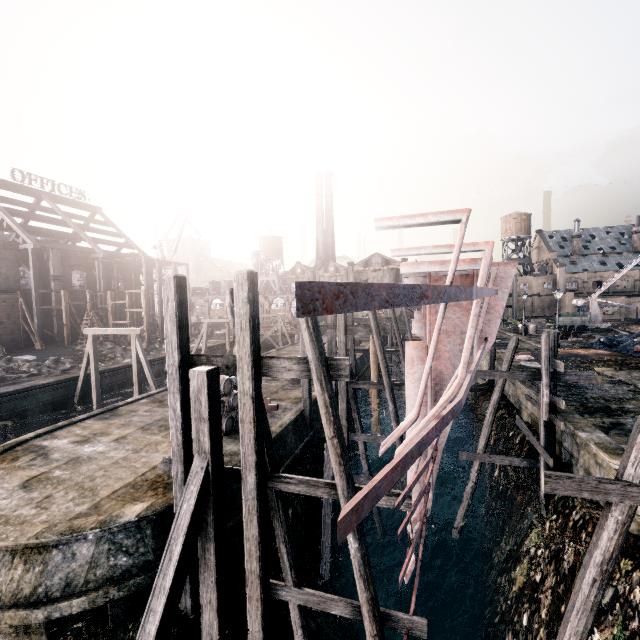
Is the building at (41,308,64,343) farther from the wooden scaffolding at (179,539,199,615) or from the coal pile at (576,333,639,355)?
the coal pile at (576,333,639,355)

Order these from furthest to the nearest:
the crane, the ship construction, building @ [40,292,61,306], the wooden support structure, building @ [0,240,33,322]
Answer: the crane
building @ [40,292,61,306]
building @ [0,240,33,322]
the wooden support structure
the ship construction

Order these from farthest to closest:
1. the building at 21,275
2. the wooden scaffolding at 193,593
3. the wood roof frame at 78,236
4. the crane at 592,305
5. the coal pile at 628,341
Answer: the crane at 592,305, the wood roof frame at 78,236, the building at 21,275, the coal pile at 628,341, the wooden scaffolding at 193,593

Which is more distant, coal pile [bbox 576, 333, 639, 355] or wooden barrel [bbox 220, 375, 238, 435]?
coal pile [bbox 576, 333, 639, 355]

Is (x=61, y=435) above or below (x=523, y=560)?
above

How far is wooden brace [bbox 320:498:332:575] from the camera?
12.1m

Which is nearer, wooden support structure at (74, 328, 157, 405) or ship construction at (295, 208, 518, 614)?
ship construction at (295, 208, 518, 614)

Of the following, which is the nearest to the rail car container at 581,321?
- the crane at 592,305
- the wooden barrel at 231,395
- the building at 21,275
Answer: the crane at 592,305
